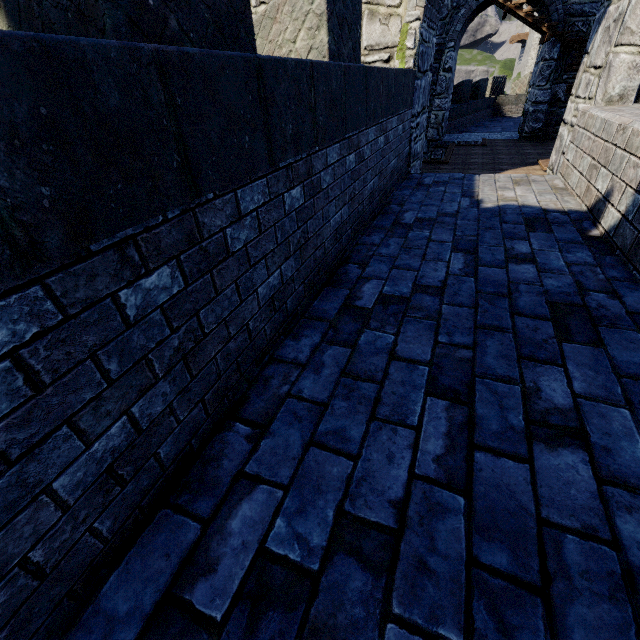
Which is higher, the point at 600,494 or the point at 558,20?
the point at 558,20

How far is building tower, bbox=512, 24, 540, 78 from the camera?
34.38m

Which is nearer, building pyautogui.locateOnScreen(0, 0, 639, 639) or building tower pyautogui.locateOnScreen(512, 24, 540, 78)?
building pyautogui.locateOnScreen(0, 0, 639, 639)

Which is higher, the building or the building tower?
the building tower

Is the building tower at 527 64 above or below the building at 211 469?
above

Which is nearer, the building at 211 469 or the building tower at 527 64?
the building at 211 469
